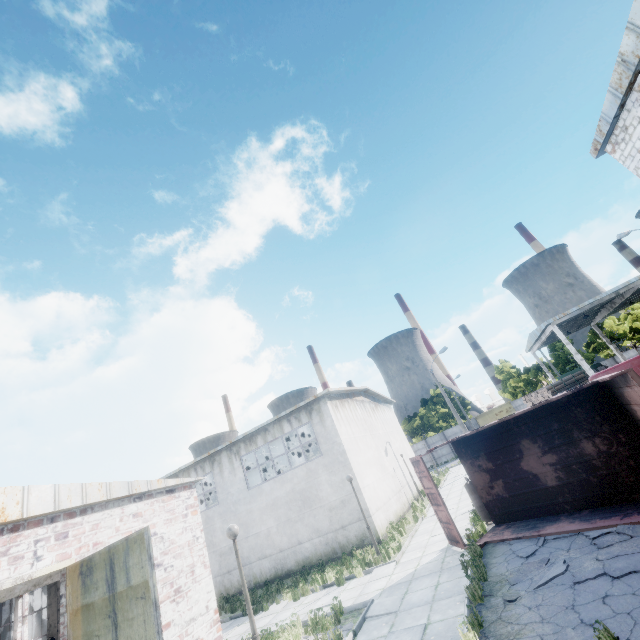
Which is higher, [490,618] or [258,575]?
[258,575]

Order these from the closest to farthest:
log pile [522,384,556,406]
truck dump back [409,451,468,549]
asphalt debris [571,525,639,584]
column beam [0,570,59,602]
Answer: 1. asphalt debris [571,525,639,584]
2. column beam [0,570,59,602]
3. truck dump back [409,451,468,549]
4. log pile [522,384,556,406]

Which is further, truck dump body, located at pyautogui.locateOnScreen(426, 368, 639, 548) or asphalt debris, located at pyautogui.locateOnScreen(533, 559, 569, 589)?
truck dump body, located at pyautogui.locateOnScreen(426, 368, 639, 548)

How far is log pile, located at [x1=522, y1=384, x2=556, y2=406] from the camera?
27.9 meters

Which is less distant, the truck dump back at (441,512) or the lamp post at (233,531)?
the lamp post at (233,531)

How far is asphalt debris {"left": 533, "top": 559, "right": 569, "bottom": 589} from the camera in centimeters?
660cm

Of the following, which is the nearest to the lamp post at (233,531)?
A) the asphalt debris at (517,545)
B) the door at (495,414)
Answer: the asphalt debris at (517,545)

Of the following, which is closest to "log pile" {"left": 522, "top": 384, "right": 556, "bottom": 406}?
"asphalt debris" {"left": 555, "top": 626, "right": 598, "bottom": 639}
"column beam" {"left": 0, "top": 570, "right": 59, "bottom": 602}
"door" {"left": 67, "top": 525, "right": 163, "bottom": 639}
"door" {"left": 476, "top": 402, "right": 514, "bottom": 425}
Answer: "door" {"left": 476, "top": 402, "right": 514, "bottom": 425}
